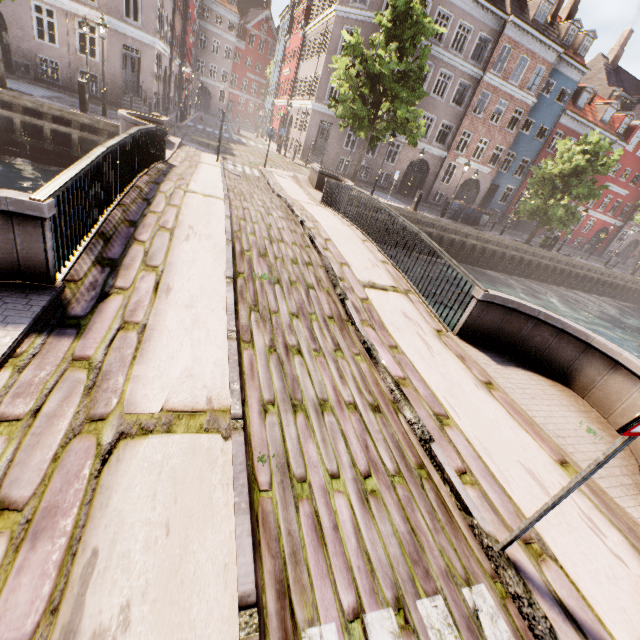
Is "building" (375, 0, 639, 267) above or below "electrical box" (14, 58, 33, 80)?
above

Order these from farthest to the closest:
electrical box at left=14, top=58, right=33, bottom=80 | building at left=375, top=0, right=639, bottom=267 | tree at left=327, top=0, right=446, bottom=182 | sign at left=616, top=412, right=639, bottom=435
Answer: building at left=375, top=0, right=639, bottom=267
electrical box at left=14, top=58, right=33, bottom=80
tree at left=327, top=0, right=446, bottom=182
sign at left=616, top=412, right=639, bottom=435

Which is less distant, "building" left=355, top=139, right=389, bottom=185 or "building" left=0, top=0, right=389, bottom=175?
"building" left=0, top=0, right=389, bottom=175

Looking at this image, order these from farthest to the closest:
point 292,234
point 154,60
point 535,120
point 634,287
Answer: point 634,287 → point 535,120 → point 154,60 → point 292,234

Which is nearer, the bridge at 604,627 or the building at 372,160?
the bridge at 604,627

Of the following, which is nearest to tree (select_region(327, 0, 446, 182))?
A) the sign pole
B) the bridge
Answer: the bridge

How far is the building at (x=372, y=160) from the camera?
27.2 meters

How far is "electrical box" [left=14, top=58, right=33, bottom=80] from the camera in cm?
1850
